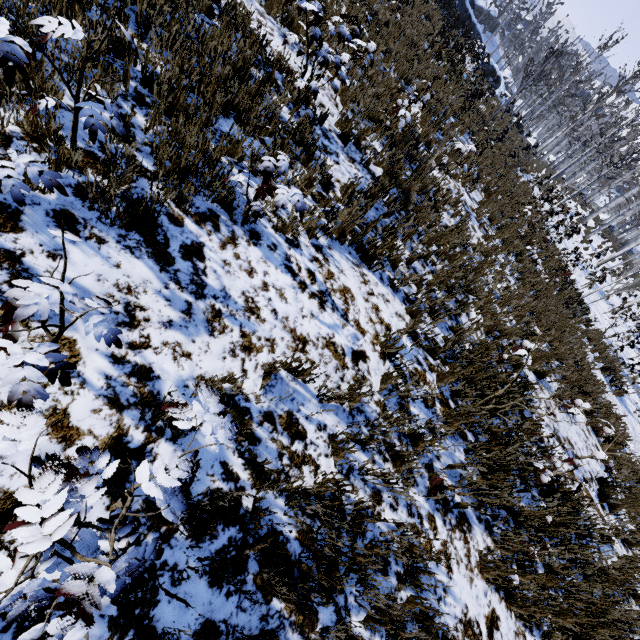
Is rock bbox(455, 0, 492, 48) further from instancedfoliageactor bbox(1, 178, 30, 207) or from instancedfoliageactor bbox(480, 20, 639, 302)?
instancedfoliageactor bbox(1, 178, 30, 207)

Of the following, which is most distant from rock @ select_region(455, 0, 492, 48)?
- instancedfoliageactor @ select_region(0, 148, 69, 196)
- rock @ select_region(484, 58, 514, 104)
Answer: instancedfoliageactor @ select_region(0, 148, 69, 196)

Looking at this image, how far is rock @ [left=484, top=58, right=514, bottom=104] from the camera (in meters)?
27.50

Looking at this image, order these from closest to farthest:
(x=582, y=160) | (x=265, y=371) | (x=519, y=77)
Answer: (x=265, y=371) → (x=582, y=160) → (x=519, y=77)

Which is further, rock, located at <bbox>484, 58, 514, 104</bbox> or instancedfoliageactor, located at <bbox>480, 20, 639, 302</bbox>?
rock, located at <bbox>484, 58, 514, 104</bbox>

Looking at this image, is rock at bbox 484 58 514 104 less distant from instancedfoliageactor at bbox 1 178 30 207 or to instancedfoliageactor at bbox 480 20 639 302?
instancedfoliageactor at bbox 480 20 639 302

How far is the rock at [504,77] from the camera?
27.5m

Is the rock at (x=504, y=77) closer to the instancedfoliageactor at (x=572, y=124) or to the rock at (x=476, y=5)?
the rock at (x=476, y=5)
